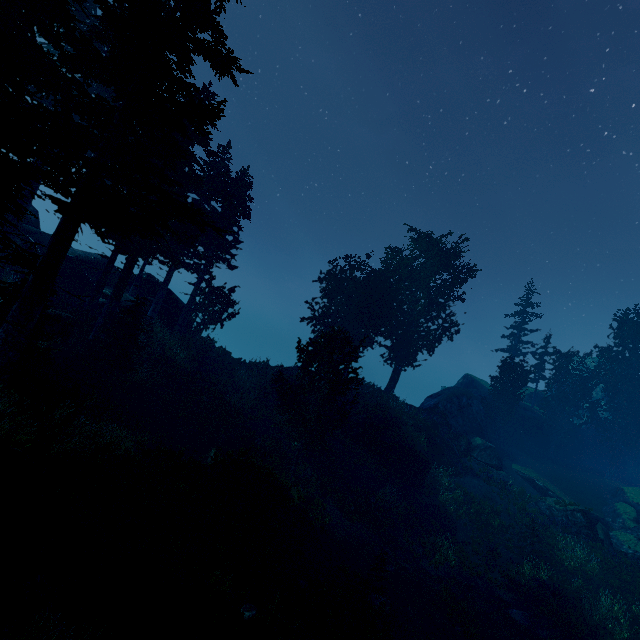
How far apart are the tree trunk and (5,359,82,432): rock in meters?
7.7 m

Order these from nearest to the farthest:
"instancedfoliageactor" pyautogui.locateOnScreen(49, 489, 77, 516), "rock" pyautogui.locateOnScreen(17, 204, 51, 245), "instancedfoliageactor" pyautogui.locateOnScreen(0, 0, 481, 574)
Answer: "instancedfoliageactor" pyautogui.locateOnScreen(49, 489, 77, 516) < "instancedfoliageactor" pyautogui.locateOnScreen(0, 0, 481, 574) < "rock" pyautogui.locateOnScreen(17, 204, 51, 245)

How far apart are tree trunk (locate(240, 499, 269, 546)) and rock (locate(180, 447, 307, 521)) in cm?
53

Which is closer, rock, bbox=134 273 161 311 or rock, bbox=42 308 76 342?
rock, bbox=42 308 76 342

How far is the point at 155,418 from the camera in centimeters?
1964cm

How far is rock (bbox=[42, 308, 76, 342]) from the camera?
16.4 meters

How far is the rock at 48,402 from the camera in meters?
11.5 m

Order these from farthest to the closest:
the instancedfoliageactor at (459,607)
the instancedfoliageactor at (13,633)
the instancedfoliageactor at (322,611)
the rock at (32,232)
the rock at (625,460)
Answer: the rock at (625,460) < the rock at (32,232) < the instancedfoliageactor at (459,607) < the instancedfoliageactor at (322,611) < the instancedfoliageactor at (13,633)
